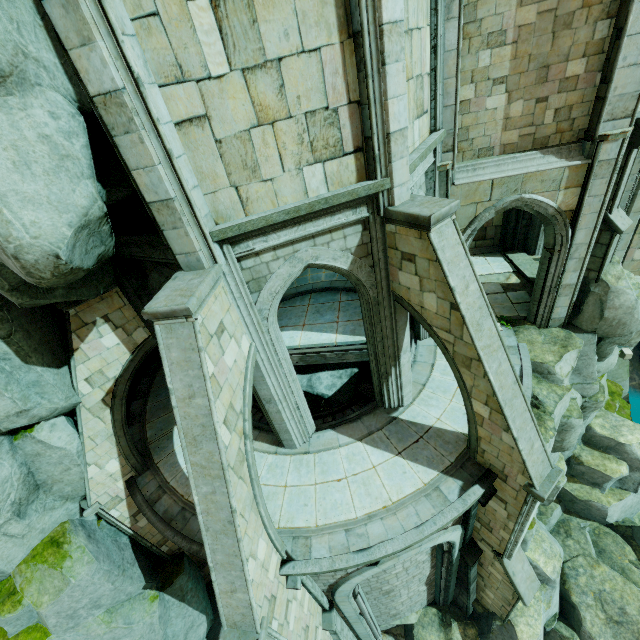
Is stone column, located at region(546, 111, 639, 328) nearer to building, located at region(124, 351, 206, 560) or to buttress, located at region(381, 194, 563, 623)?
building, located at region(124, 351, 206, 560)

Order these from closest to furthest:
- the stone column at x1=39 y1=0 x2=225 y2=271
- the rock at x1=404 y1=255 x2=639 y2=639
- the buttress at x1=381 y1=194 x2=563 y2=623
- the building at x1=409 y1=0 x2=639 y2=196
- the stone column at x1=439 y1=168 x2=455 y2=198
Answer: the stone column at x1=39 y1=0 x2=225 y2=271 → the buttress at x1=381 y1=194 x2=563 y2=623 → the building at x1=409 y1=0 x2=639 y2=196 → the stone column at x1=439 y1=168 x2=455 y2=198 → the rock at x1=404 y1=255 x2=639 y2=639

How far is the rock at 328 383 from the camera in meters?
14.1 m

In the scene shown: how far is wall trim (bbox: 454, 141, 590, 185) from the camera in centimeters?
863cm

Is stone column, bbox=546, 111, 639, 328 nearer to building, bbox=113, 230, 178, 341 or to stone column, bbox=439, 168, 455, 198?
building, bbox=113, 230, 178, 341

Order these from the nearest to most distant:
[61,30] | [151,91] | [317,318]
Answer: [61,30]
[151,91]
[317,318]

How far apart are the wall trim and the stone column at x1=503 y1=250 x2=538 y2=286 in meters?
5.8 m

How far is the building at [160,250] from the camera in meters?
6.5
